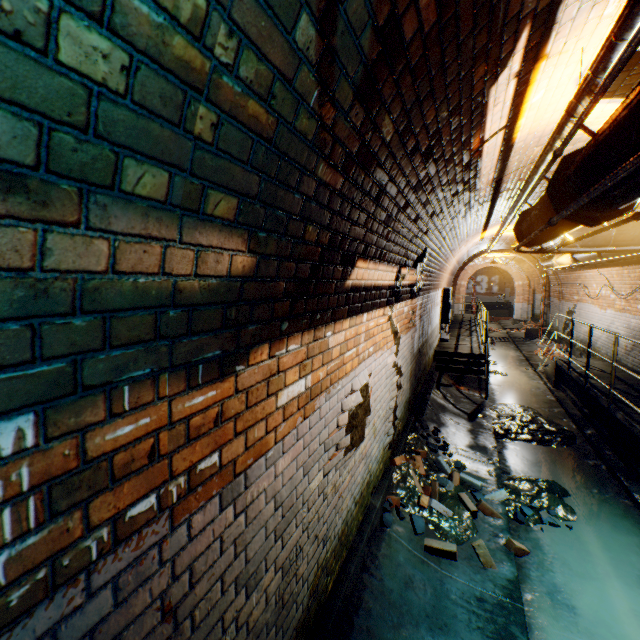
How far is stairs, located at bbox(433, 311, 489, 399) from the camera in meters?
8.5

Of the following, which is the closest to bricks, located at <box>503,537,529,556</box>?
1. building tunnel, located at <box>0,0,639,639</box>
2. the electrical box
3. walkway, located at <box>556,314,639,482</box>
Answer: building tunnel, located at <box>0,0,639,639</box>

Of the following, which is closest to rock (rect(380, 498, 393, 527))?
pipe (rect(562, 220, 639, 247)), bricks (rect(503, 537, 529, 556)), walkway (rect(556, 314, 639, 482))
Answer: bricks (rect(503, 537, 529, 556))

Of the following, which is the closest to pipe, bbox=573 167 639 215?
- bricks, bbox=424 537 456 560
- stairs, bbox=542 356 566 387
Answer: stairs, bbox=542 356 566 387

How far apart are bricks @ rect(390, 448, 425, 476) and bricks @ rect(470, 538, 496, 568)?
0.39m

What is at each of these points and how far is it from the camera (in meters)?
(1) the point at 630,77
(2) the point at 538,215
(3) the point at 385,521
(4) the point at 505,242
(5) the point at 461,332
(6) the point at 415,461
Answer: (1) building tunnel, 2.60
(2) pipe, 3.16
(3) rock, 3.45
(4) building tunnel, 13.36
(5) walkway, 13.52
(6) bricks, 4.35

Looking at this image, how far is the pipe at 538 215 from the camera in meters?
2.8

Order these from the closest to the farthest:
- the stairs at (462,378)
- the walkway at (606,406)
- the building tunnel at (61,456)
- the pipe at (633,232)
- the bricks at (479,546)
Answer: the building tunnel at (61,456) → the bricks at (479,546) → the pipe at (633,232) → the walkway at (606,406) → the stairs at (462,378)
